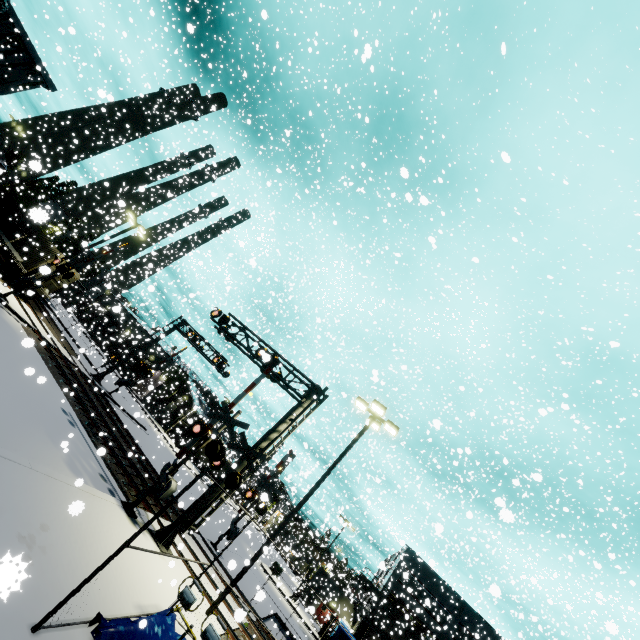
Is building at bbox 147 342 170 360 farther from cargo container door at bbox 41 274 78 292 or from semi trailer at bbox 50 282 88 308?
cargo container door at bbox 41 274 78 292

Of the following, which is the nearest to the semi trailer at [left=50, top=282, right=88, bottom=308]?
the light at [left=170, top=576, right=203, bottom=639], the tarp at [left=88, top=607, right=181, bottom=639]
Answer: the tarp at [left=88, top=607, right=181, bottom=639]

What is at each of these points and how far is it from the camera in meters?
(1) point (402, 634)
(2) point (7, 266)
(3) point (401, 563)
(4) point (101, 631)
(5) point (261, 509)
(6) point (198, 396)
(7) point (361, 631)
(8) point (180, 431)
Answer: (1) building, 40.2
(2) bogie, 24.6
(3) building, 16.5
(4) tarp, 5.7
(5) railroad crossing gate, 21.3
(6) building, 52.2
(7) building, 40.3
(8) semi trailer, 28.0

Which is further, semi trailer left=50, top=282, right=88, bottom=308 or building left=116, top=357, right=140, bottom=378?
building left=116, top=357, right=140, bottom=378

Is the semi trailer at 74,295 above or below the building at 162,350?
below

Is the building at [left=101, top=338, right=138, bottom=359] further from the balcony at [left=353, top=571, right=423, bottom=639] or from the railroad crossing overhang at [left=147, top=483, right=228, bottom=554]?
the railroad crossing overhang at [left=147, top=483, right=228, bottom=554]

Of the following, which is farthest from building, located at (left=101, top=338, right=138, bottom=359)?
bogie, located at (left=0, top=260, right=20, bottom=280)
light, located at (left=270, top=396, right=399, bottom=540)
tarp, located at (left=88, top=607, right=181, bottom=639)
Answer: light, located at (left=270, top=396, right=399, bottom=540)

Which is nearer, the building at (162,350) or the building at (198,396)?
the building at (198,396)
